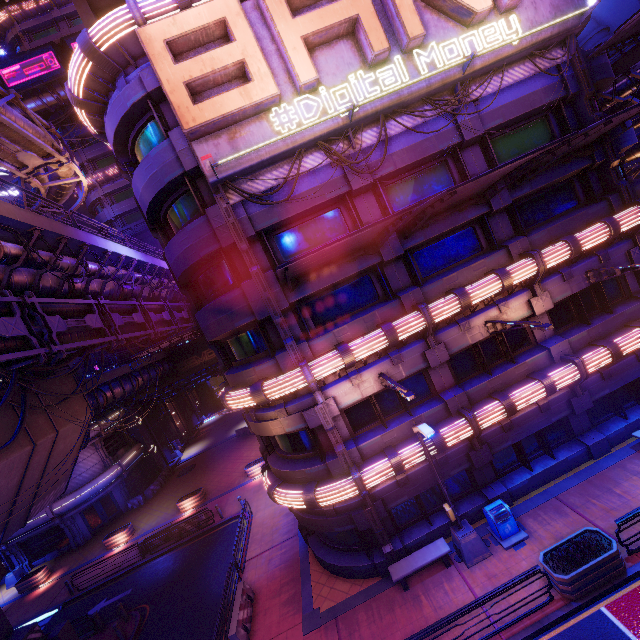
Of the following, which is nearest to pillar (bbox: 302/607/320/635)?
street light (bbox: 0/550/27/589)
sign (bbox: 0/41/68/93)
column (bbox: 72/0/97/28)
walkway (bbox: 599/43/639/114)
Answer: column (bbox: 72/0/97/28)

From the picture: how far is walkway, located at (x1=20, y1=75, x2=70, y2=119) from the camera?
34.8m

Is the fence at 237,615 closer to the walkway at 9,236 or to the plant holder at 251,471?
the plant holder at 251,471

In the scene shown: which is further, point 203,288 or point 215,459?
point 215,459

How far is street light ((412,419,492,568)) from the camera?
11.8m

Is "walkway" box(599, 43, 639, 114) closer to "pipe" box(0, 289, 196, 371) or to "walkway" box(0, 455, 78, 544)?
"pipe" box(0, 289, 196, 371)

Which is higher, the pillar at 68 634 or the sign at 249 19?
the sign at 249 19

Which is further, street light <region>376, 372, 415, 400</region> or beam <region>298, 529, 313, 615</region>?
beam <region>298, 529, 313, 615</region>
